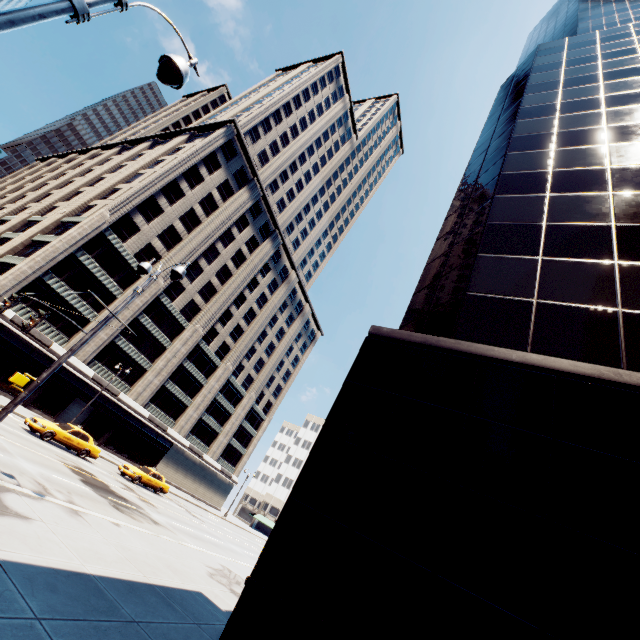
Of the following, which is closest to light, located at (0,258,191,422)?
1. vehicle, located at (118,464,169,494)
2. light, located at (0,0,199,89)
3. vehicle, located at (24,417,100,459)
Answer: light, located at (0,0,199,89)

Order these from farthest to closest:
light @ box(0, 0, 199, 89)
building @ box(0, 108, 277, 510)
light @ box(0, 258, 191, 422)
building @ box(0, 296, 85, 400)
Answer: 1. building @ box(0, 108, 277, 510)
2. building @ box(0, 296, 85, 400)
3. light @ box(0, 258, 191, 422)
4. light @ box(0, 0, 199, 89)

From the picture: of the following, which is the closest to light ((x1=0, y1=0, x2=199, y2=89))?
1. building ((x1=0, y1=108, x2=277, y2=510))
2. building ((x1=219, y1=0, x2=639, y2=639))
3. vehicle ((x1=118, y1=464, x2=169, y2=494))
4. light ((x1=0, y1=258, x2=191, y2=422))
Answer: light ((x1=0, y1=258, x2=191, y2=422))

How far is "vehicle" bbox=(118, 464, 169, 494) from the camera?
26.27m

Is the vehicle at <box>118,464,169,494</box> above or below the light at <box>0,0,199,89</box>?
below

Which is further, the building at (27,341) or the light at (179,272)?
the building at (27,341)

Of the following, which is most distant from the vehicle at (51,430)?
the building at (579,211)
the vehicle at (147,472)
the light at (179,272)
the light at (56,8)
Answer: the light at (56,8)

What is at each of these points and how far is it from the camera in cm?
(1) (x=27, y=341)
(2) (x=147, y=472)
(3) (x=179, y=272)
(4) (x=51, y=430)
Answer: (1) building, 3134
(2) vehicle, 2766
(3) light, 1016
(4) vehicle, 2069
